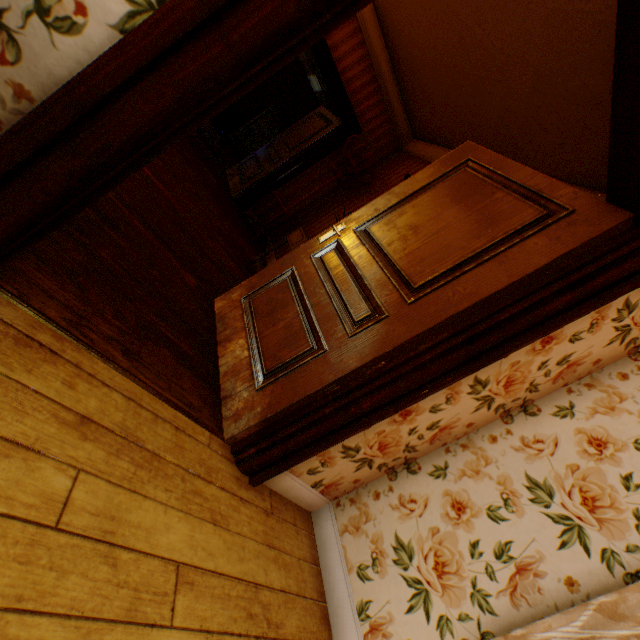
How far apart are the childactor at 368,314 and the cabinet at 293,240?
0.8 meters

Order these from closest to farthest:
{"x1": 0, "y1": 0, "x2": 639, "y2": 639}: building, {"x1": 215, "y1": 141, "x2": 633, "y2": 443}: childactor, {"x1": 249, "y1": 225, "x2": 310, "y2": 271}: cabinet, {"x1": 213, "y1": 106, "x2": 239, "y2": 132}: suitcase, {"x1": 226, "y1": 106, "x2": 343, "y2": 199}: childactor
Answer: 1. {"x1": 0, "y1": 0, "x2": 639, "y2": 639}: building
2. {"x1": 215, "y1": 141, "x2": 633, "y2": 443}: childactor
3. {"x1": 249, "y1": 225, "x2": 310, "y2": 271}: cabinet
4. {"x1": 226, "y1": 106, "x2": 343, "y2": 199}: childactor
5. {"x1": 213, "y1": 106, "x2": 239, "y2": 132}: suitcase

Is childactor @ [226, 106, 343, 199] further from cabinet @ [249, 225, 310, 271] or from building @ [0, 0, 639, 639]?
cabinet @ [249, 225, 310, 271]

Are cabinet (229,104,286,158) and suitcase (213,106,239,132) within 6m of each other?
yes

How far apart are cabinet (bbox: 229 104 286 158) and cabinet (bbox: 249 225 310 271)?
7.0m

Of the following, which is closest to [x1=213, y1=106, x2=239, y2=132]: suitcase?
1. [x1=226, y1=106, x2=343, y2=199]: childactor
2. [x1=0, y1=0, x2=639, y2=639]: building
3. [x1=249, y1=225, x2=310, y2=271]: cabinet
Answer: [x1=0, y1=0, x2=639, y2=639]: building

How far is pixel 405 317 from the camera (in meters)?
1.67

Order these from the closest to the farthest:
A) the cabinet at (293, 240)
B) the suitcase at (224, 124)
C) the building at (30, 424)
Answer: the building at (30, 424) < the cabinet at (293, 240) < the suitcase at (224, 124)
